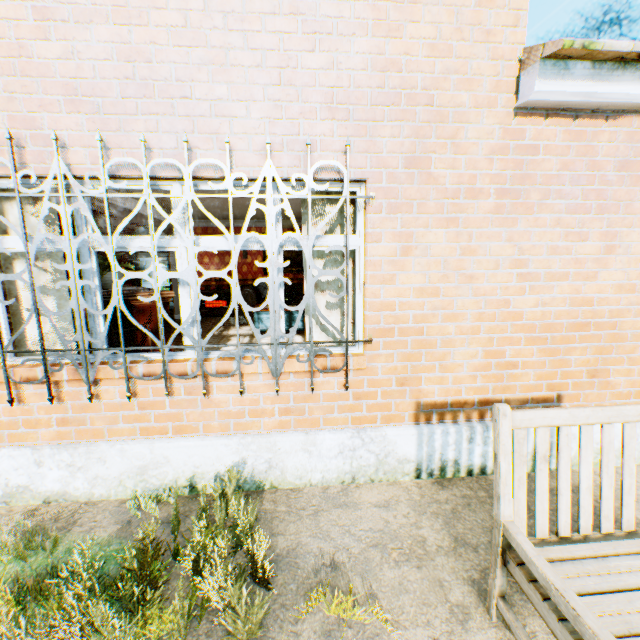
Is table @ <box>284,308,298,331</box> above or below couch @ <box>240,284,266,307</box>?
below

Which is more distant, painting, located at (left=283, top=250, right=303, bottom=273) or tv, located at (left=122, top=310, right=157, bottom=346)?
painting, located at (left=283, top=250, right=303, bottom=273)

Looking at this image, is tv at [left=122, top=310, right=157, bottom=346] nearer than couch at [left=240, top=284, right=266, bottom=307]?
Yes

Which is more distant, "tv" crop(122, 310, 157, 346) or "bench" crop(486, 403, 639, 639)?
"tv" crop(122, 310, 157, 346)

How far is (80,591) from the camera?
1.9m

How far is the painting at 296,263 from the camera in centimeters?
1109cm

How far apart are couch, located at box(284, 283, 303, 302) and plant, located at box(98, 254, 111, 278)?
5.12m

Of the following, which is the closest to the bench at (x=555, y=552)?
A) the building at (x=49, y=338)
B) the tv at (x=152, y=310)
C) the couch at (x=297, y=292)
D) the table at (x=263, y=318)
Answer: the building at (x=49, y=338)
